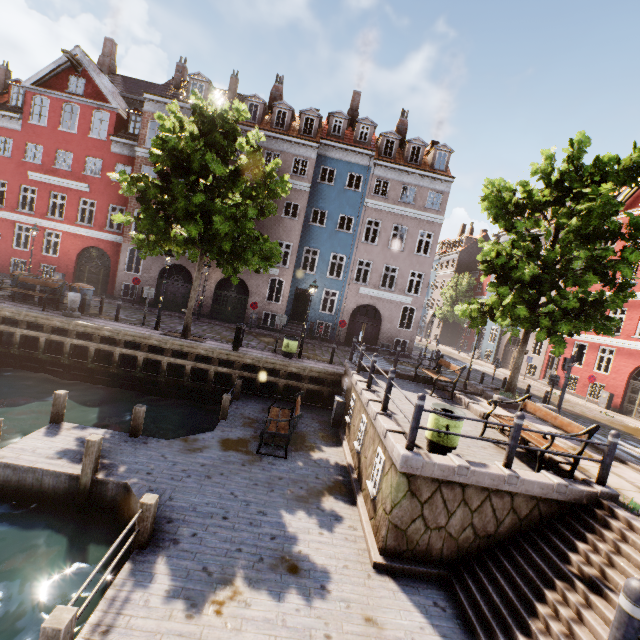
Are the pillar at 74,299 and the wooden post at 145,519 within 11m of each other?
no

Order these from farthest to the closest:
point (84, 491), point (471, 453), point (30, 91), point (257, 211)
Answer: point (30, 91)
point (257, 211)
point (471, 453)
point (84, 491)

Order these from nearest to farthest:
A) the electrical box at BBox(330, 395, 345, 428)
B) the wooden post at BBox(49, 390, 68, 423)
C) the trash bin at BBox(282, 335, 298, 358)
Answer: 1. the wooden post at BBox(49, 390, 68, 423)
2. the electrical box at BBox(330, 395, 345, 428)
3. the trash bin at BBox(282, 335, 298, 358)

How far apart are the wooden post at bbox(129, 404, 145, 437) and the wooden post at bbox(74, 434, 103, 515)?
1.67m

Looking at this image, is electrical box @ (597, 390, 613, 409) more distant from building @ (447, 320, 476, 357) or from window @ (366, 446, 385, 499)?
window @ (366, 446, 385, 499)

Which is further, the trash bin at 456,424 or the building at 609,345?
the building at 609,345

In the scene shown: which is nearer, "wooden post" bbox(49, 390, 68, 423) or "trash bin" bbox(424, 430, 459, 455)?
"trash bin" bbox(424, 430, 459, 455)

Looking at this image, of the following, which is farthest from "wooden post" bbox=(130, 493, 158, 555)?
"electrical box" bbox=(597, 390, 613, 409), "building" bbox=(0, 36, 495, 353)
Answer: "electrical box" bbox=(597, 390, 613, 409)
